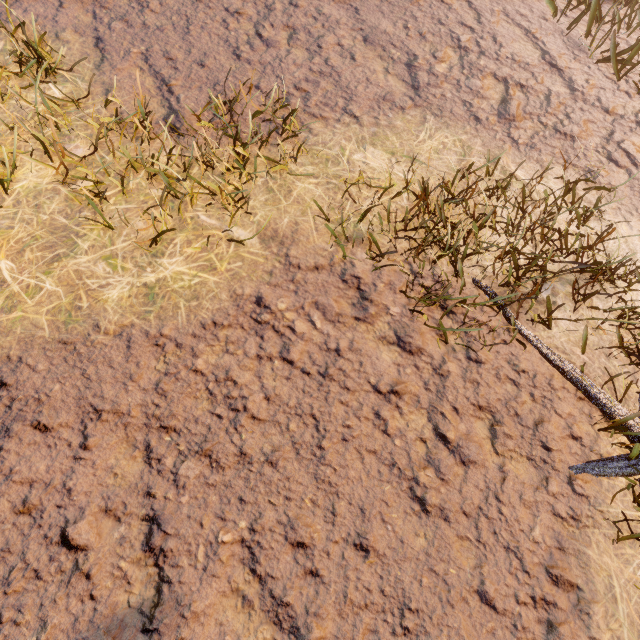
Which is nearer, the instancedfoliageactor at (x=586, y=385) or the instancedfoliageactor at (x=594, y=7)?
the instancedfoliageactor at (x=586, y=385)

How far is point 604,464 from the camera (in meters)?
2.19

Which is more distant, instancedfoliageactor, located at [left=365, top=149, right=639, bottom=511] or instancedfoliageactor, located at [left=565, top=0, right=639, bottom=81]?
instancedfoliageactor, located at [left=565, top=0, right=639, bottom=81]

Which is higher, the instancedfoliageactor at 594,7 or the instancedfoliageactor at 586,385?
the instancedfoliageactor at 594,7

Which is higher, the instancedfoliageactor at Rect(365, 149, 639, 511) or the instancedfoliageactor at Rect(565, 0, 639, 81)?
the instancedfoliageactor at Rect(565, 0, 639, 81)
